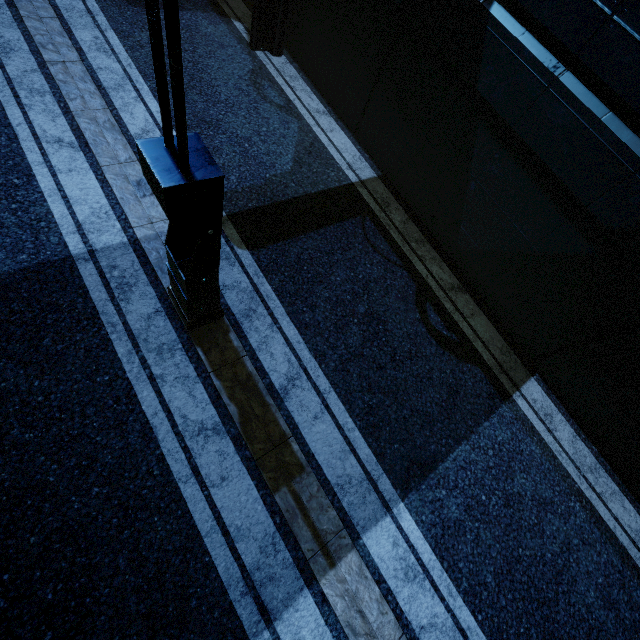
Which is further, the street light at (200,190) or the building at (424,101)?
the building at (424,101)

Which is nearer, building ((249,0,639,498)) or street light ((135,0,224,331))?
street light ((135,0,224,331))

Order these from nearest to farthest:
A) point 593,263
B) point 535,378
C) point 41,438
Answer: point 41,438
point 593,263
point 535,378
